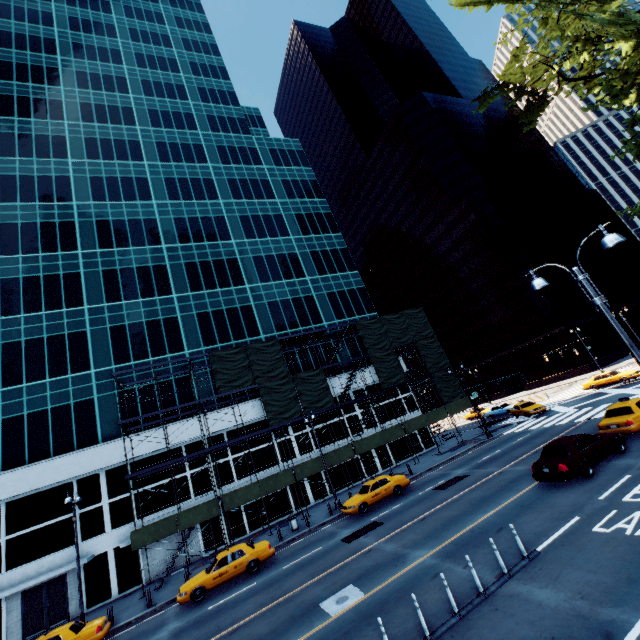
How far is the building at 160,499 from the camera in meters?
25.8 m

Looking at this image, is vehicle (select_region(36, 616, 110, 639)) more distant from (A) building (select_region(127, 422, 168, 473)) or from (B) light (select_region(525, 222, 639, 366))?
(B) light (select_region(525, 222, 639, 366))

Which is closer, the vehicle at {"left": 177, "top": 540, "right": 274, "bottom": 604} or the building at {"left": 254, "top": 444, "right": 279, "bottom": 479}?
the vehicle at {"left": 177, "top": 540, "right": 274, "bottom": 604}

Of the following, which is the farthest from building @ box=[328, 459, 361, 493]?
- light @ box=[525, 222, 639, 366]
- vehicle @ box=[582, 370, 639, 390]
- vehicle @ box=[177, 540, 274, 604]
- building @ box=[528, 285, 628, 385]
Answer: building @ box=[528, 285, 628, 385]

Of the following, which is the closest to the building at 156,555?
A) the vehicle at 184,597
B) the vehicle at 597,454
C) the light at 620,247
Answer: the vehicle at 184,597

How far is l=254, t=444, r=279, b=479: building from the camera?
29.89m

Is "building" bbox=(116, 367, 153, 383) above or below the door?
above

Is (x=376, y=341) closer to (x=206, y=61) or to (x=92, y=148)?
(x=92, y=148)
